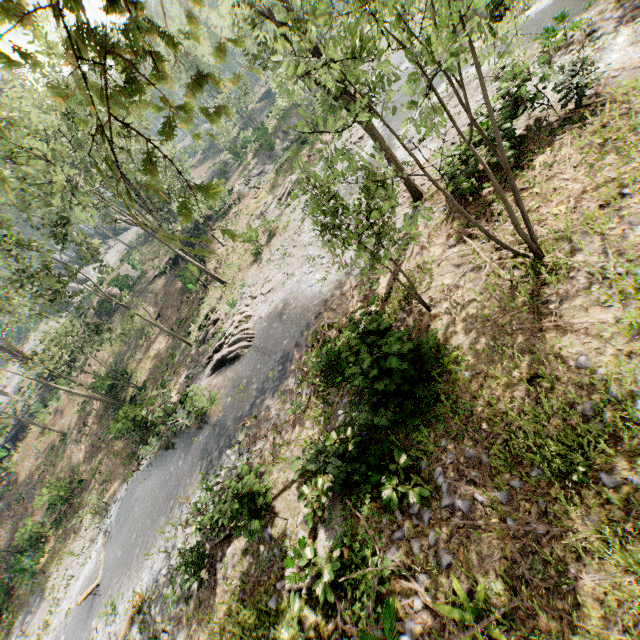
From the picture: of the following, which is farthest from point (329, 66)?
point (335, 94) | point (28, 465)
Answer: point (28, 465)

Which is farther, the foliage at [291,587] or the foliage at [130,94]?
the foliage at [291,587]

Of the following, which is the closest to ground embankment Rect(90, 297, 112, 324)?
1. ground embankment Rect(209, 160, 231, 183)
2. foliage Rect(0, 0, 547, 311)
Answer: foliage Rect(0, 0, 547, 311)

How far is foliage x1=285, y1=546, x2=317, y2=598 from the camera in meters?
8.5 m

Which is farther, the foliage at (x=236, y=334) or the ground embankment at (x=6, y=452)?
the ground embankment at (x=6, y=452)

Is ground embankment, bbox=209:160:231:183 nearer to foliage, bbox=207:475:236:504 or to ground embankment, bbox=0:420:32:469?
foliage, bbox=207:475:236:504
